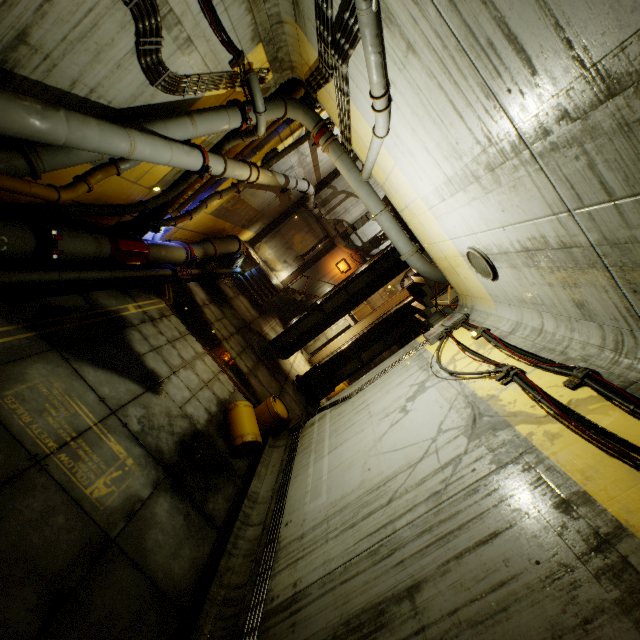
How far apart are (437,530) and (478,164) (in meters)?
4.78

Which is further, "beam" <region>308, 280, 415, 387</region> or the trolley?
"beam" <region>308, 280, 415, 387</region>

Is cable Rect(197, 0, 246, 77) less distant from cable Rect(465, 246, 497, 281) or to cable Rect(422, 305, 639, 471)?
cable Rect(465, 246, 497, 281)

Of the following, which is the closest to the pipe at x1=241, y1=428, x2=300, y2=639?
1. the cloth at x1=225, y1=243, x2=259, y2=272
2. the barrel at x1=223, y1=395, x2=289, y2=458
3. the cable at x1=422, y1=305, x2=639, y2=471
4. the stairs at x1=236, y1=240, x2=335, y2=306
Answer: the cable at x1=422, y1=305, x2=639, y2=471

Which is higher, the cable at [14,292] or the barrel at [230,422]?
the barrel at [230,422]

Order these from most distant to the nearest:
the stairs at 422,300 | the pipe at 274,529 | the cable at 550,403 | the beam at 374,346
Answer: the beam at 374,346, the stairs at 422,300, the pipe at 274,529, the cable at 550,403

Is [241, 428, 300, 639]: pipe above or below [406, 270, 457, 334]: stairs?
below

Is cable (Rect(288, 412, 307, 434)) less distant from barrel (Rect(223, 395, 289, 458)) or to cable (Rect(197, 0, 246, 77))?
barrel (Rect(223, 395, 289, 458))
